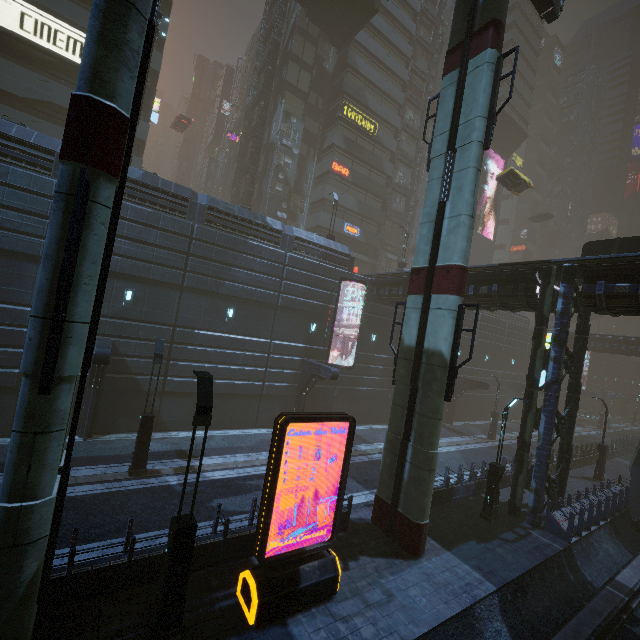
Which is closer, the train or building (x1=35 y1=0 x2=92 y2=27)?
the train

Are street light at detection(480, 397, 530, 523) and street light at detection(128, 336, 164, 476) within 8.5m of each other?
no

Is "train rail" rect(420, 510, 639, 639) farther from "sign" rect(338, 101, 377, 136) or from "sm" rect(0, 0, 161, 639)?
"sign" rect(338, 101, 377, 136)

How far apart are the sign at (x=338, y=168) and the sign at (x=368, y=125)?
4.3m

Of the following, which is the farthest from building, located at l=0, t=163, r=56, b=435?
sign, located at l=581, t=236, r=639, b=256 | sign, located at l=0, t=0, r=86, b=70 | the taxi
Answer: the taxi

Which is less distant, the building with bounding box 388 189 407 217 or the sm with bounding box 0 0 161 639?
the sm with bounding box 0 0 161 639

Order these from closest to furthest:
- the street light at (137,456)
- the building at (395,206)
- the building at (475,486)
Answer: the street light at (137,456) < the building at (475,486) < the building at (395,206)

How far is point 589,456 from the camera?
25.9m
